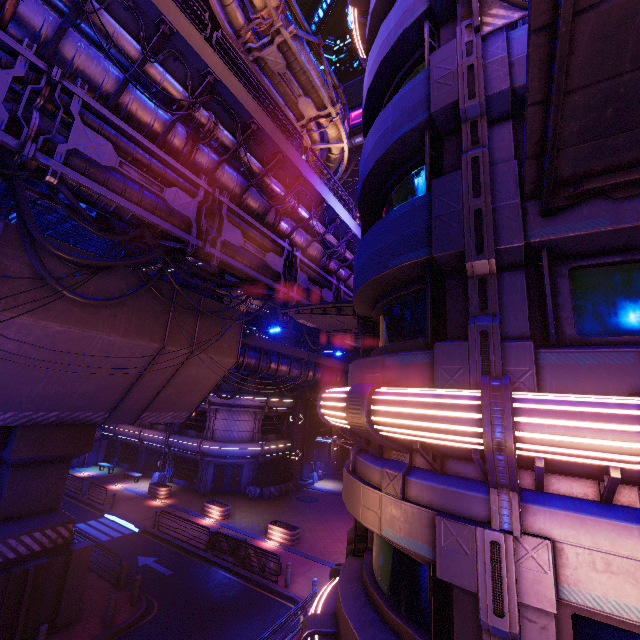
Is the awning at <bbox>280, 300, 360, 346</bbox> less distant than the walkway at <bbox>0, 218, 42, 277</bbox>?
No

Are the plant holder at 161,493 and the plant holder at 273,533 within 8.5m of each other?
no

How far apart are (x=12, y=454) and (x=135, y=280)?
7.65m

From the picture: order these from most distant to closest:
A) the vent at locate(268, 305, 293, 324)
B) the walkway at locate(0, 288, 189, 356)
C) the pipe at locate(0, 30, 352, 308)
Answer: the vent at locate(268, 305, 293, 324) < the walkway at locate(0, 288, 189, 356) < the pipe at locate(0, 30, 352, 308)

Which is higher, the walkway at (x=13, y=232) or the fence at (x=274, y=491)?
the walkway at (x=13, y=232)

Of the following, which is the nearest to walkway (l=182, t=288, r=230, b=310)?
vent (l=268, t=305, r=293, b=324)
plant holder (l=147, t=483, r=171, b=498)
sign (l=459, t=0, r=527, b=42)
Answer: vent (l=268, t=305, r=293, b=324)

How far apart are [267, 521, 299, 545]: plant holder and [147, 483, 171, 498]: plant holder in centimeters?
1140cm

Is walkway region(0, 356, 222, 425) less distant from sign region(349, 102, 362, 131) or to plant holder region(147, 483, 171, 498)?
plant holder region(147, 483, 171, 498)
